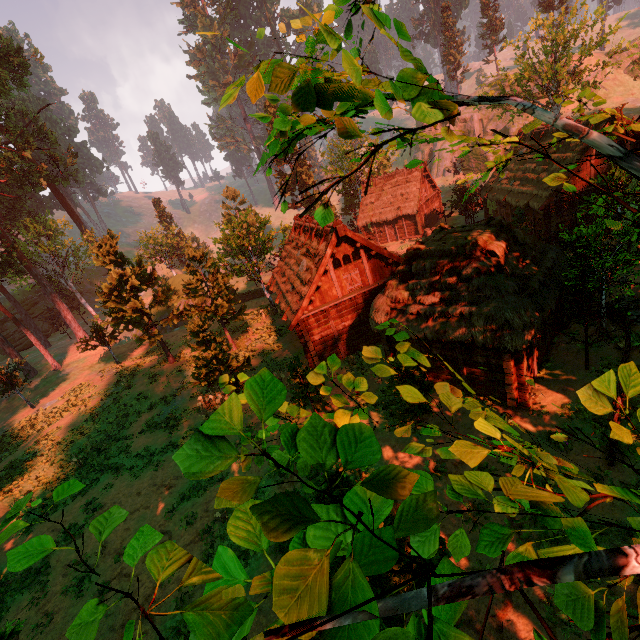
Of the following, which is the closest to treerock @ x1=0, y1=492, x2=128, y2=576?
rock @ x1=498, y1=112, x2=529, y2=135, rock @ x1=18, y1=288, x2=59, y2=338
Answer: rock @ x1=18, y1=288, x2=59, y2=338

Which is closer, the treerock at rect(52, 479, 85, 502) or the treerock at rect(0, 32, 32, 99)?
the treerock at rect(52, 479, 85, 502)

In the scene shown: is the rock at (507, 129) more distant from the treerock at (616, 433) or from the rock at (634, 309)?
the rock at (634, 309)

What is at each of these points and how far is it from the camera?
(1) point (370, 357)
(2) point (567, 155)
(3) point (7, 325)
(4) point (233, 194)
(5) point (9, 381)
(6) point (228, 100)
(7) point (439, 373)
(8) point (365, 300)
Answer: (1) treerock, 2.85m
(2) building, 22.50m
(3) rock, 50.88m
(4) treerock, 47.56m
(5) treerock, 28.61m
(6) treerock, 2.85m
(7) building, 15.16m
(8) building, 19.52m

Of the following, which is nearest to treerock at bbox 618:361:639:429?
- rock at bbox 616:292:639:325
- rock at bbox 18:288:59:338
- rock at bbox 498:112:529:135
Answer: rock at bbox 18:288:59:338

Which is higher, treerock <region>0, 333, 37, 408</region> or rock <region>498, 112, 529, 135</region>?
rock <region>498, 112, 529, 135</region>

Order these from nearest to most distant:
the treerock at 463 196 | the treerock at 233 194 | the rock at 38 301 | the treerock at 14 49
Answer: the treerock at 463 196 < the treerock at 14 49 < the treerock at 233 194 < the rock at 38 301
